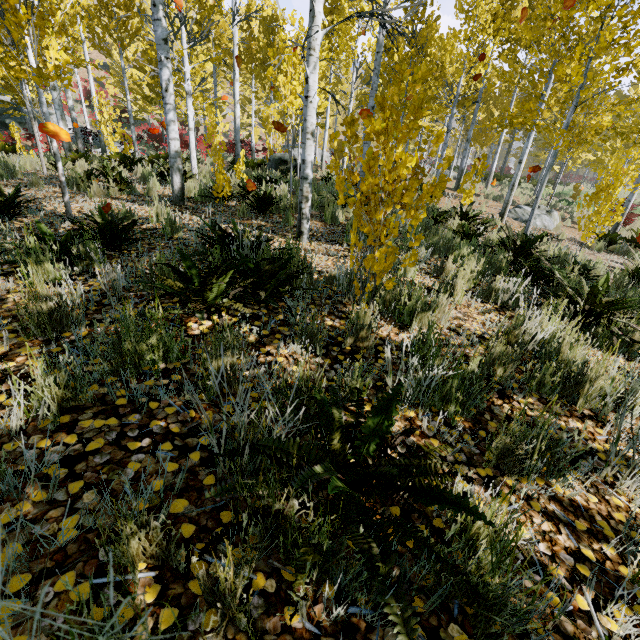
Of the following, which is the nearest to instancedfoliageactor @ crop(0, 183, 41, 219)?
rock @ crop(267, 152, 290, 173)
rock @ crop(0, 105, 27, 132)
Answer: rock @ crop(0, 105, 27, 132)

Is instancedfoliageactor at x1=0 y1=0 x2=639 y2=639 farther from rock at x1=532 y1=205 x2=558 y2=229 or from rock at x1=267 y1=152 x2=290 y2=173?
rock at x1=267 y1=152 x2=290 y2=173

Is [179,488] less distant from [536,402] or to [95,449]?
[95,449]

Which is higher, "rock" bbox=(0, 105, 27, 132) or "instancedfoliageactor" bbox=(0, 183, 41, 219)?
"rock" bbox=(0, 105, 27, 132)

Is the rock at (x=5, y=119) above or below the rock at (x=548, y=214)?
above

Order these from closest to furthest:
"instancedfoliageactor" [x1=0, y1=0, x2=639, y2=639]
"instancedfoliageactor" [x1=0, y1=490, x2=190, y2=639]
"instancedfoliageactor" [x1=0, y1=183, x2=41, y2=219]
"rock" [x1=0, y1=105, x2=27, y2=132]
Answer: "instancedfoliageactor" [x1=0, y1=490, x2=190, y2=639] < "instancedfoliageactor" [x1=0, y1=0, x2=639, y2=639] < "instancedfoliageactor" [x1=0, y1=183, x2=41, y2=219] < "rock" [x1=0, y1=105, x2=27, y2=132]

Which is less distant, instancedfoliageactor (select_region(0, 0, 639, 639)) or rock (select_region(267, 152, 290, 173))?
instancedfoliageactor (select_region(0, 0, 639, 639))

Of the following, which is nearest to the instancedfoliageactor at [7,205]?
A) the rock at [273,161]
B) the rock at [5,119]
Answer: the rock at [5,119]
